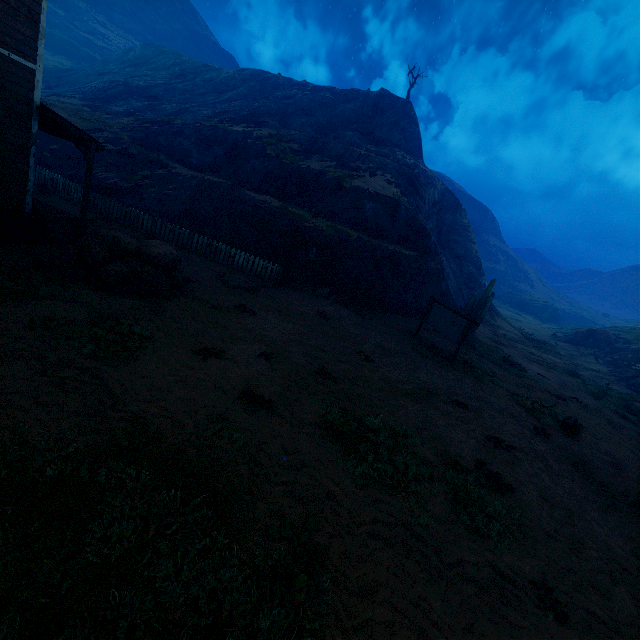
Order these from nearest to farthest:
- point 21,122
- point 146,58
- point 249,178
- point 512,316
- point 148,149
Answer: point 21,122 < point 249,178 < point 148,149 < point 512,316 < point 146,58

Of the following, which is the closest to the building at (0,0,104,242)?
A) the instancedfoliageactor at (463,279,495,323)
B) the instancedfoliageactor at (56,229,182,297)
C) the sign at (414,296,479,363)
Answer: the instancedfoliageactor at (56,229,182,297)

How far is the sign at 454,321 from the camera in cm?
1412

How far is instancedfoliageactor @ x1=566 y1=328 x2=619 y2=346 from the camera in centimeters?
3553cm

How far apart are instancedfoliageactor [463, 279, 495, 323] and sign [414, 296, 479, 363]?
7.4m

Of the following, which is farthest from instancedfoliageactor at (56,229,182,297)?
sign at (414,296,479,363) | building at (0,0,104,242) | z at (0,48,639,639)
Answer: sign at (414,296,479,363)

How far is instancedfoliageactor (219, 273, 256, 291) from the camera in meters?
13.5 m

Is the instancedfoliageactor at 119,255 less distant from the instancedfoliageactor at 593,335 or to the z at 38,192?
the z at 38,192
